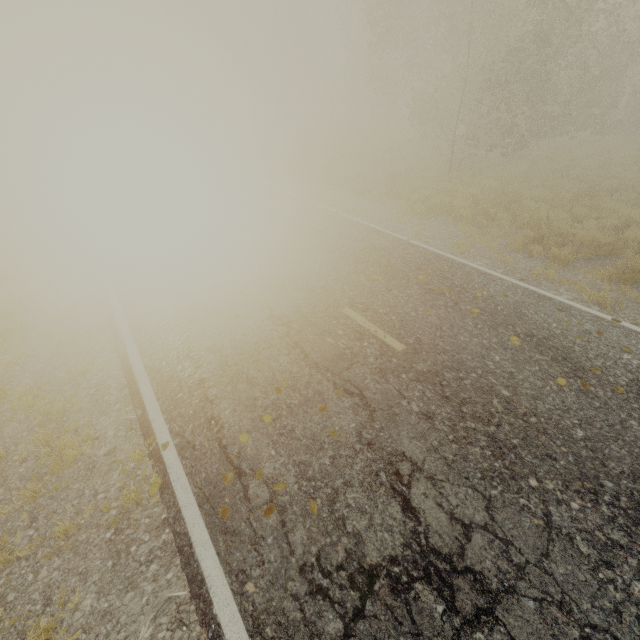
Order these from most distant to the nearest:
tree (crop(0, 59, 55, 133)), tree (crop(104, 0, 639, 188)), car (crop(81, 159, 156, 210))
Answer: tree (crop(0, 59, 55, 133)) → tree (crop(104, 0, 639, 188)) → car (crop(81, 159, 156, 210))

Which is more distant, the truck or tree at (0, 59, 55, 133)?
tree at (0, 59, 55, 133)

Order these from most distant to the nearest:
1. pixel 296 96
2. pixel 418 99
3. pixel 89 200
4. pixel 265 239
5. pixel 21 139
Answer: pixel 296 96, pixel 21 139, pixel 418 99, pixel 89 200, pixel 265 239

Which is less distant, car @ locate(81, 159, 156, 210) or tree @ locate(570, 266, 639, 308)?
tree @ locate(570, 266, 639, 308)

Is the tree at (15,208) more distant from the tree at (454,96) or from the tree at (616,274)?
the tree at (454,96)

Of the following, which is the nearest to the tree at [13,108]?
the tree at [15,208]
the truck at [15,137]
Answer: the truck at [15,137]

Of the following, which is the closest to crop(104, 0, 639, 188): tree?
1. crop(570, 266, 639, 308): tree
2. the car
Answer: crop(570, 266, 639, 308): tree

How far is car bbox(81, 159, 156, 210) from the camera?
11.5 meters
